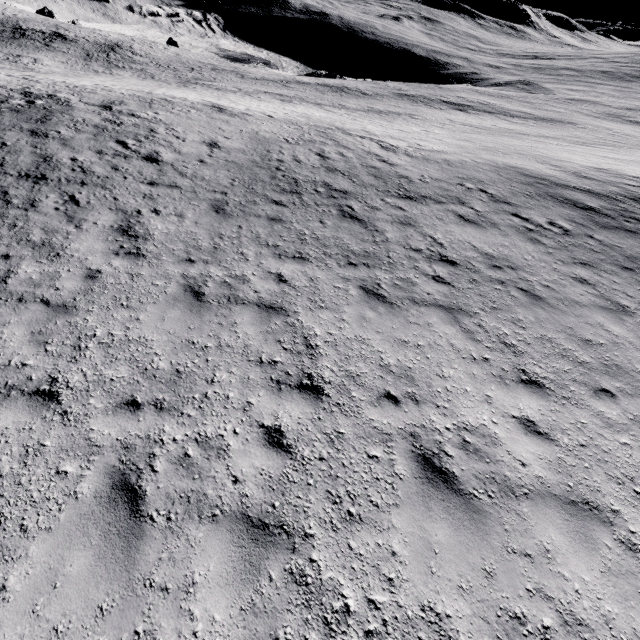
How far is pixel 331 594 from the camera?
3.4m
